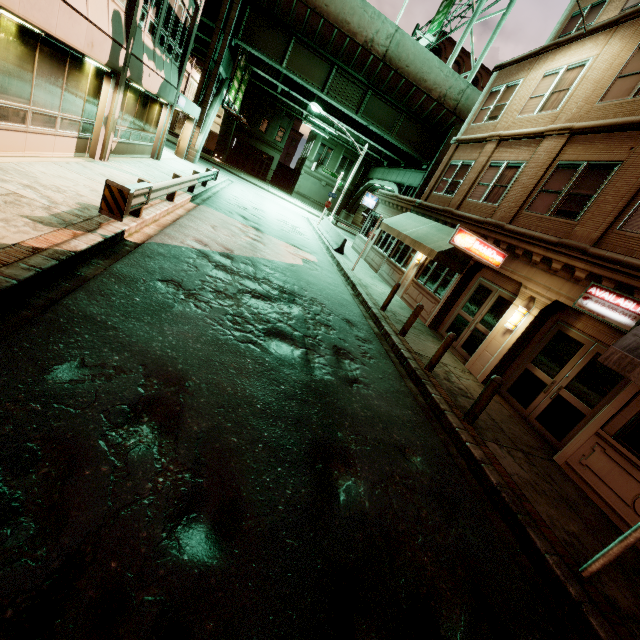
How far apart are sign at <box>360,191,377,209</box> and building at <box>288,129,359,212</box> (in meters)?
24.79

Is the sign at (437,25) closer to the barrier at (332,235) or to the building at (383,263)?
the building at (383,263)

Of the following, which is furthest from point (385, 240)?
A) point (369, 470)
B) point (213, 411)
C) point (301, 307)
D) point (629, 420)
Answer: point (213, 411)

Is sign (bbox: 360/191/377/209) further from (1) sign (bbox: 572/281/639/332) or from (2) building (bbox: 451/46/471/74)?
(2) building (bbox: 451/46/471/74)

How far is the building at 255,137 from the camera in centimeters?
4212cm

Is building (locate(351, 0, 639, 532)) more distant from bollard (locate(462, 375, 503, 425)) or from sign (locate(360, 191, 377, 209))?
bollard (locate(462, 375, 503, 425))

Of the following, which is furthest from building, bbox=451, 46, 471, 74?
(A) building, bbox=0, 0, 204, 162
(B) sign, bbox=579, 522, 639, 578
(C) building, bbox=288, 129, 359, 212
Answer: (B) sign, bbox=579, 522, 639, 578

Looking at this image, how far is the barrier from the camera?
20.0m
